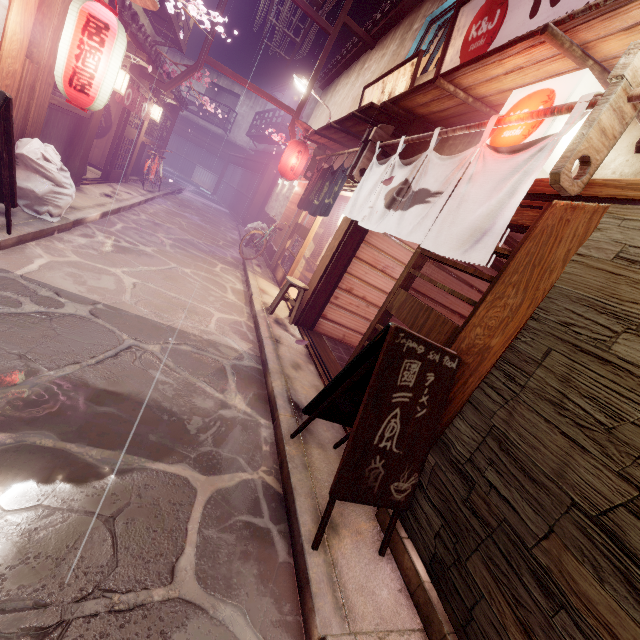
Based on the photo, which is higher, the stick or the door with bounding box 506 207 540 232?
the door with bounding box 506 207 540 232

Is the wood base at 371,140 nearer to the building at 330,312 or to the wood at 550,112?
the wood at 550,112

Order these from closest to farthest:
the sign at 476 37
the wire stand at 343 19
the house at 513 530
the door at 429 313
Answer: the house at 513 530 < the door at 429 313 < the sign at 476 37 < the wire stand at 343 19

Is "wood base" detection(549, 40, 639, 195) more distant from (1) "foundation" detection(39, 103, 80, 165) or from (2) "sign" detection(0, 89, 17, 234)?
(1) "foundation" detection(39, 103, 80, 165)

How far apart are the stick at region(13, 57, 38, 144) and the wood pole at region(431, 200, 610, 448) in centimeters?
1144cm

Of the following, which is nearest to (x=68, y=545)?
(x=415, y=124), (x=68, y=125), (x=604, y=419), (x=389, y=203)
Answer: (x=604, y=419)

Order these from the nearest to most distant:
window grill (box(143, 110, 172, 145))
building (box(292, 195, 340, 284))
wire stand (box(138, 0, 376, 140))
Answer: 1. wire stand (box(138, 0, 376, 140))
2. building (box(292, 195, 340, 284))
3. window grill (box(143, 110, 172, 145))

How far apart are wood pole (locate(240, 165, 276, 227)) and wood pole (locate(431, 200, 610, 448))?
27.9m
